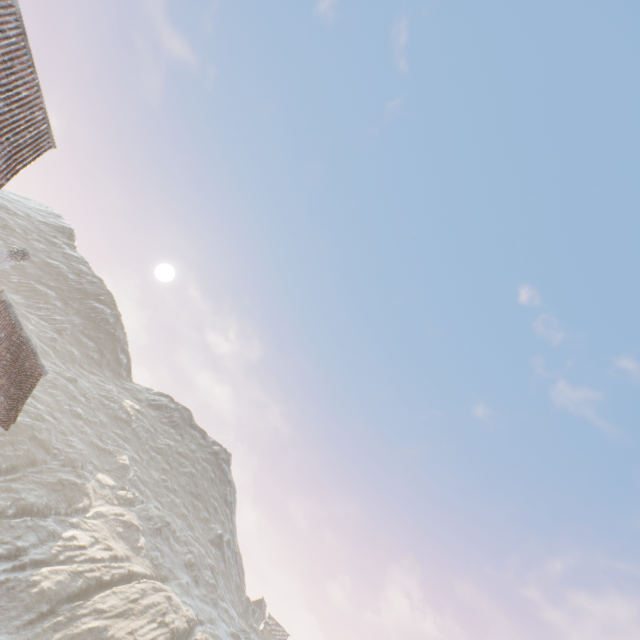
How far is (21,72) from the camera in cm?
1117
